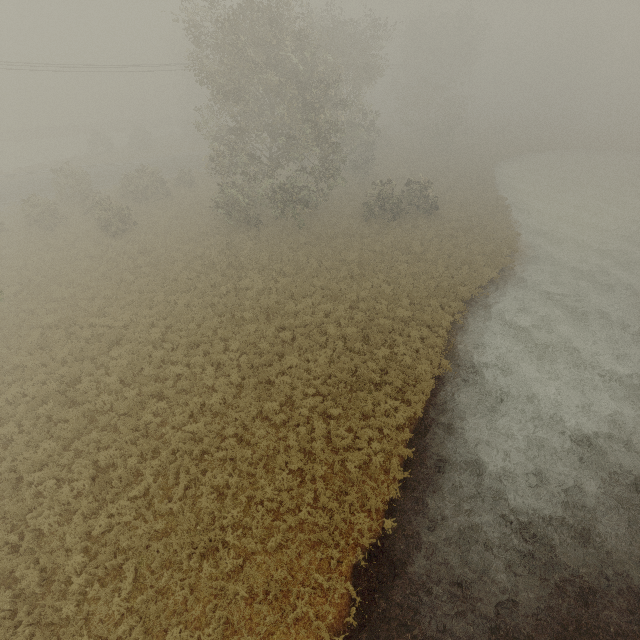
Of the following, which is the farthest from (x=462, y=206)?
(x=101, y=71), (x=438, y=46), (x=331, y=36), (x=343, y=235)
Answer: (x=101, y=71)
